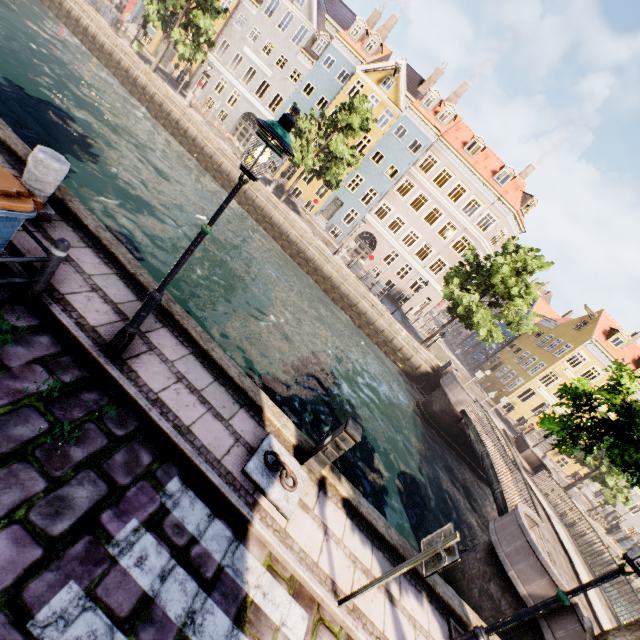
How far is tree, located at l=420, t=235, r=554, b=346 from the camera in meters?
21.3

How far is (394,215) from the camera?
32.81m

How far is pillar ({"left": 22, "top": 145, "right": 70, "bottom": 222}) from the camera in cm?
482

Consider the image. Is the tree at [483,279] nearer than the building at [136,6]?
Yes

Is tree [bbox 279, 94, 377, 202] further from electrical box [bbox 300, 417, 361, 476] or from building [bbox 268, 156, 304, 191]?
building [bbox 268, 156, 304, 191]

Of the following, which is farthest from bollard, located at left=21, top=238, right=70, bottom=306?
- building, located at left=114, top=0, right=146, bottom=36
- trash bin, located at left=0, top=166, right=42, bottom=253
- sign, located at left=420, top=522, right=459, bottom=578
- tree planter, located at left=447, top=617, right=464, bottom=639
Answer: building, located at left=114, top=0, right=146, bottom=36

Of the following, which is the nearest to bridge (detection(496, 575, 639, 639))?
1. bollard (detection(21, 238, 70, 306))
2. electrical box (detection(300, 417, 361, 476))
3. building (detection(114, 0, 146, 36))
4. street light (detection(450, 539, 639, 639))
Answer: street light (detection(450, 539, 639, 639))

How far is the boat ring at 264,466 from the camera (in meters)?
4.69
